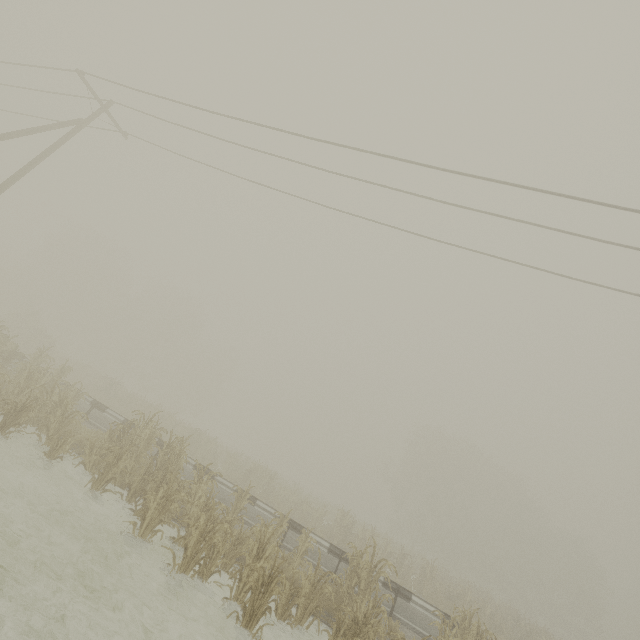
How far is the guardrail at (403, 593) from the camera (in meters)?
10.12

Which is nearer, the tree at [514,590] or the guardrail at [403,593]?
the tree at [514,590]

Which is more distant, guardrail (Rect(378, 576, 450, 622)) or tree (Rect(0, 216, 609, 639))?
guardrail (Rect(378, 576, 450, 622))

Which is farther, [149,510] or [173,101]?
[173,101]

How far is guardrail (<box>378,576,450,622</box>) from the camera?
10.12m
